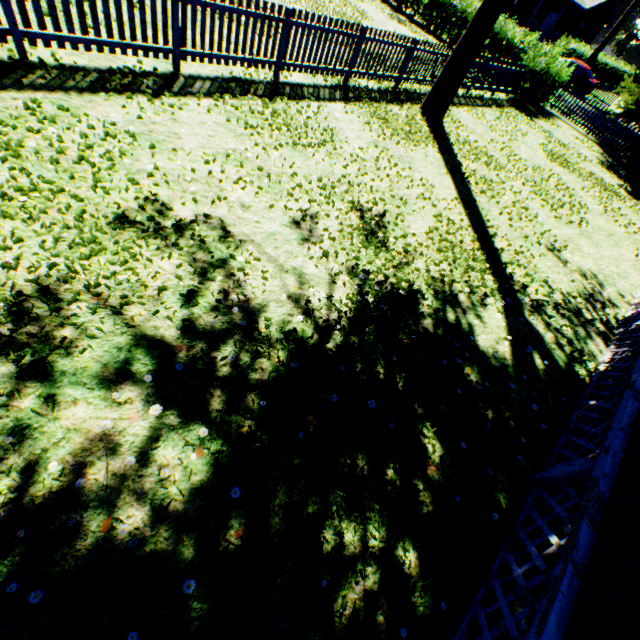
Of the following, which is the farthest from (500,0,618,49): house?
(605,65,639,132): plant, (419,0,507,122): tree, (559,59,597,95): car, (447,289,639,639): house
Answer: (447,289,639,639): house

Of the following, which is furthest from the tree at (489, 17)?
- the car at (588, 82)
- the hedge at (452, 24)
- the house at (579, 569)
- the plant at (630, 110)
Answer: the car at (588, 82)

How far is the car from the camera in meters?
24.9

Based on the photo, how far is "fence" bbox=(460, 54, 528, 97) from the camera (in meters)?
12.93

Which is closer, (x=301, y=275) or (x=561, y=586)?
(x=561, y=586)

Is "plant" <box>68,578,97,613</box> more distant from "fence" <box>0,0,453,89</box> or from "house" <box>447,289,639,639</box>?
"house" <box>447,289,639,639</box>

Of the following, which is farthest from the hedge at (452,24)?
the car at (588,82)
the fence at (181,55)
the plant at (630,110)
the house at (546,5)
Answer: the house at (546,5)
